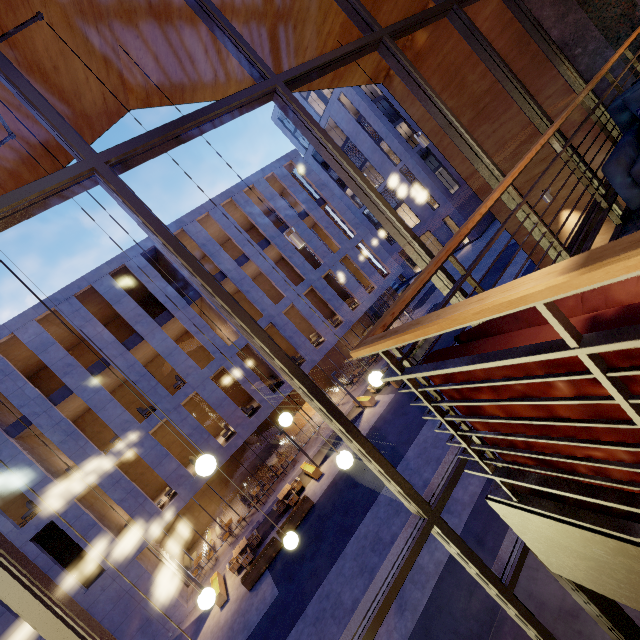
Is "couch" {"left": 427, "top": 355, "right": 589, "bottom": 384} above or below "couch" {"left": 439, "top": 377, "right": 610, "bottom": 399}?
above

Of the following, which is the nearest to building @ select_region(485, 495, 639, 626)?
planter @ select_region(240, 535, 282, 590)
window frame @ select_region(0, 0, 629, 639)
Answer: window frame @ select_region(0, 0, 629, 639)

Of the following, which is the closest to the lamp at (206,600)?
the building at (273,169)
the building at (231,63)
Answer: the building at (231,63)

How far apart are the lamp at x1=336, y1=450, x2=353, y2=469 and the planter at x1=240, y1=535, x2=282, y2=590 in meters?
13.1 m

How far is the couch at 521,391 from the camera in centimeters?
102cm

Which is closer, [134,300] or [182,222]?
[182,222]

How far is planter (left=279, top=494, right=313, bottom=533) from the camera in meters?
14.2 m

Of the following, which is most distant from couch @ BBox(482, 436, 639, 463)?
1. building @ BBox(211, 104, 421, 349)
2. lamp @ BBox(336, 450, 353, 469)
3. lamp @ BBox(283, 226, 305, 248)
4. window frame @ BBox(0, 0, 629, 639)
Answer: building @ BBox(211, 104, 421, 349)
